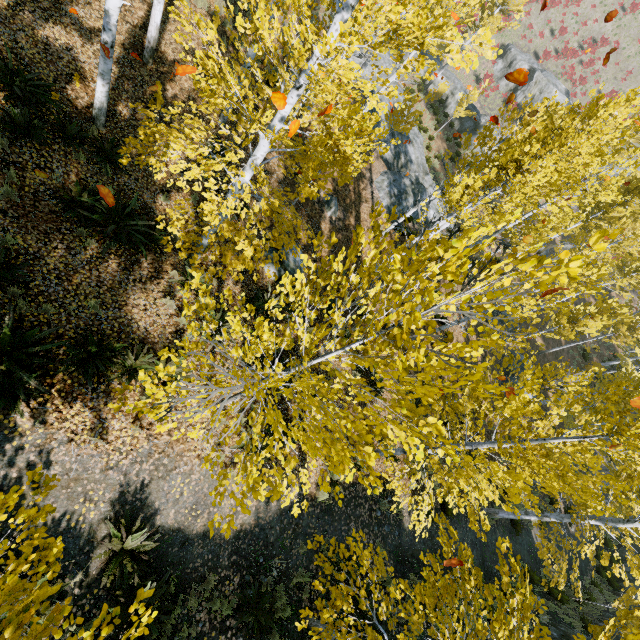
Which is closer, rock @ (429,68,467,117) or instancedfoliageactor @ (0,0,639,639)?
instancedfoliageactor @ (0,0,639,639)

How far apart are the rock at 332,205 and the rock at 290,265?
3.3m

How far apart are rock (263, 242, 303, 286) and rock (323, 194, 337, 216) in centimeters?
334cm

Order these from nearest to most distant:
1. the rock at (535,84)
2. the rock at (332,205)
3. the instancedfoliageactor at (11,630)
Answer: the instancedfoliageactor at (11,630) < the rock at (332,205) < the rock at (535,84)

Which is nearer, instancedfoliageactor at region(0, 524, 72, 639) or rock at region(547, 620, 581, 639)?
instancedfoliageactor at region(0, 524, 72, 639)

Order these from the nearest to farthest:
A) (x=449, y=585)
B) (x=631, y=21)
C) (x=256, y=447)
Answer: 1. (x=449, y=585)
2. (x=256, y=447)
3. (x=631, y=21)

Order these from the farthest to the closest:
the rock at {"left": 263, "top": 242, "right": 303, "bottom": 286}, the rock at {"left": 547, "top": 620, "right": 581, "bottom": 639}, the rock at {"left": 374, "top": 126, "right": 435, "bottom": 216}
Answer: the rock at {"left": 374, "top": 126, "right": 435, "bottom": 216} < the rock at {"left": 547, "top": 620, "right": 581, "bottom": 639} < the rock at {"left": 263, "top": 242, "right": 303, "bottom": 286}
